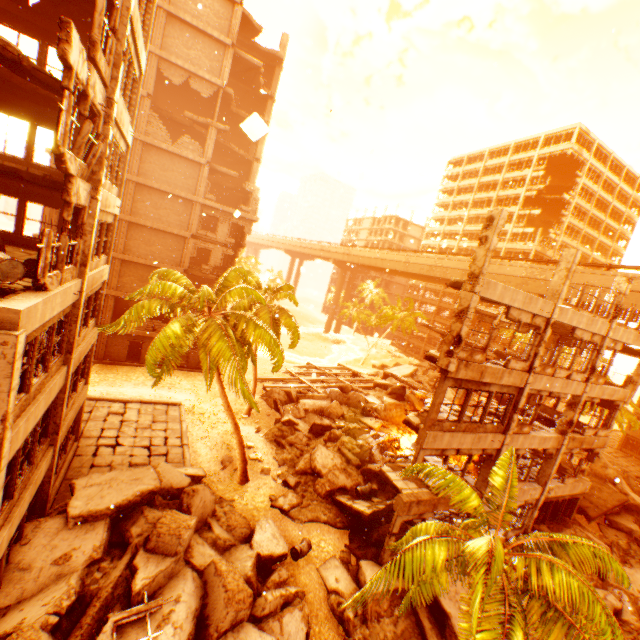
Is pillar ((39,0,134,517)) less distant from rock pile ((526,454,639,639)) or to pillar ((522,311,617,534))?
rock pile ((526,454,639,639))

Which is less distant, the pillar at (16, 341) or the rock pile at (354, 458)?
the pillar at (16, 341)

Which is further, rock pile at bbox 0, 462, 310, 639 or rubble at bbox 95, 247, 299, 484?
rubble at bbox 95, 247, 299, 484

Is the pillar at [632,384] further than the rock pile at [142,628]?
Yes

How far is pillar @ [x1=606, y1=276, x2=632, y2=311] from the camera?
15.62m

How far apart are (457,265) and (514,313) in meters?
31.8

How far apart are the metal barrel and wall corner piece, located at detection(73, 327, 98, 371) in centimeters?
1092cm

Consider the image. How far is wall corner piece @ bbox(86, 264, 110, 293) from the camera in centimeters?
1152cm
